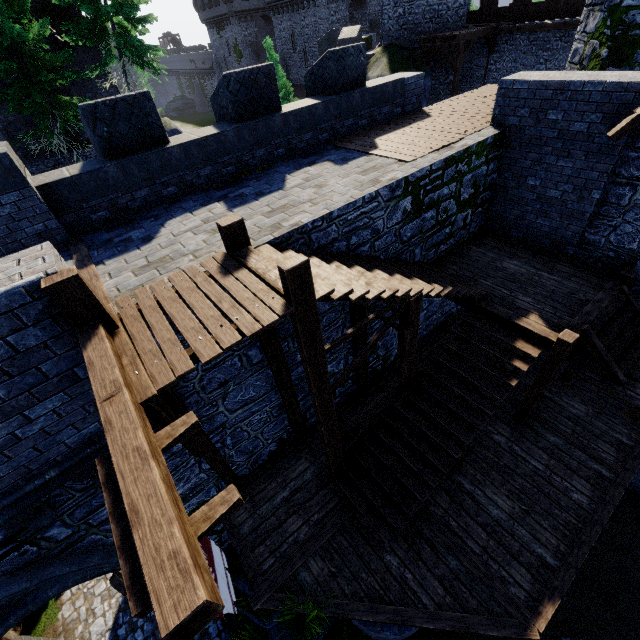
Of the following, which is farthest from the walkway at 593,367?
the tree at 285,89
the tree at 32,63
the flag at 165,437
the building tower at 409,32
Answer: the tree at 285,89

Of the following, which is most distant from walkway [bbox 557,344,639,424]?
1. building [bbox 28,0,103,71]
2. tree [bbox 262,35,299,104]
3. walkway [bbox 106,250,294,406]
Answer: building [bbox 28,0,103,71]

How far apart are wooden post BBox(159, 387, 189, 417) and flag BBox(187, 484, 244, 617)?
1.6m

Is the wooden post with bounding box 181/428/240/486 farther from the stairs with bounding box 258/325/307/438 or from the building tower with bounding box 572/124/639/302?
the building tower with bounding box 572/124/639/302

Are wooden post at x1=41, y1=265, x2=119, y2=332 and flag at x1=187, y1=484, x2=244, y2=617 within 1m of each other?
no

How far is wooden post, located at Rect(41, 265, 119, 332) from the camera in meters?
3.4 m

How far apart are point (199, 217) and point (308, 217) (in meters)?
2.34

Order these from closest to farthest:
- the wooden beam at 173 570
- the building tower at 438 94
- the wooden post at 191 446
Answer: the wooden beam at 173 570 < the wooden post at 191 446 < the building tower at 438 94
